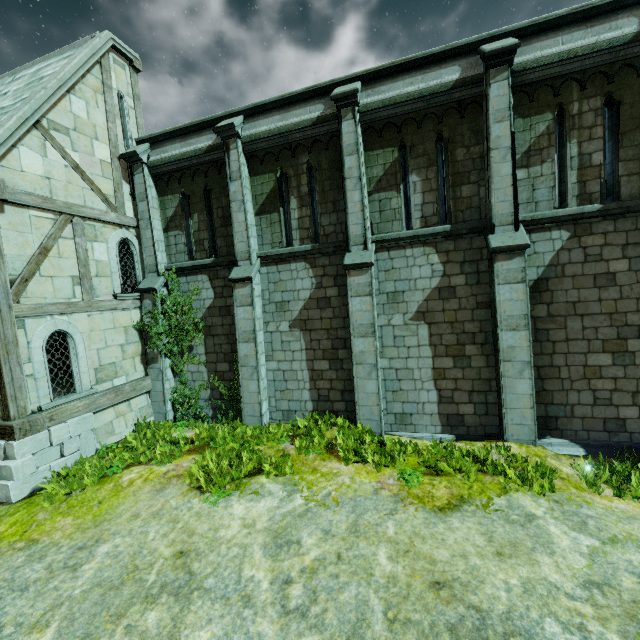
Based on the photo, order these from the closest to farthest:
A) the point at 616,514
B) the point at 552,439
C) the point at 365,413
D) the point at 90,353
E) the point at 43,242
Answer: the point at 616,514, the point at 552,439, the point at 43,242, the point at 365,413, the point at 90,353
